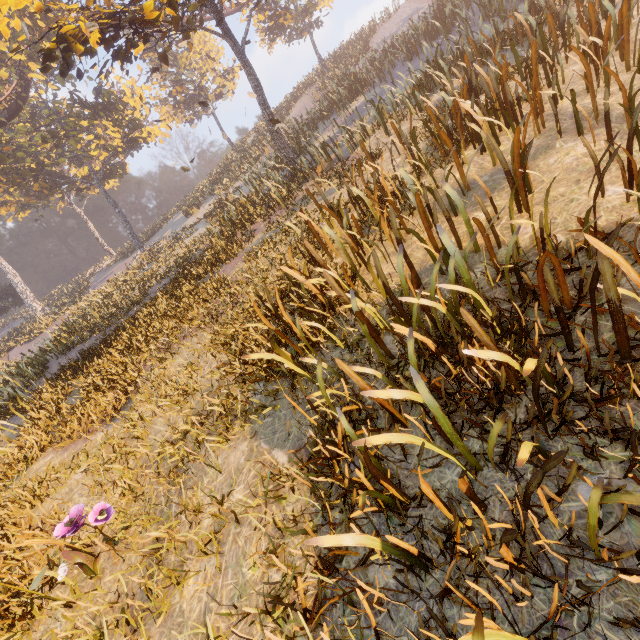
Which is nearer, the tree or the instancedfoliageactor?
the tree

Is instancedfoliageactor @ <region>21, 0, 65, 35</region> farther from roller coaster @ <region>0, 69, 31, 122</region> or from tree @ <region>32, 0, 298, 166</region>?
tree @ <region>32, 0, 298, 166</region>

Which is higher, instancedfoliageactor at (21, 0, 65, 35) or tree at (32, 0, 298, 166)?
instancedfoliageactor at (21, 0, 65, 35)

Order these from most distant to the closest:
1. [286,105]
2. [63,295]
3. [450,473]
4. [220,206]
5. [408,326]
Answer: [63,295] → [286,105] → [220,206] → [408,326] → [450,473]

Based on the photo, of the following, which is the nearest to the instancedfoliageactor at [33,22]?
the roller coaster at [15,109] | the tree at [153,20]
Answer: the roller coaster at [15,109]

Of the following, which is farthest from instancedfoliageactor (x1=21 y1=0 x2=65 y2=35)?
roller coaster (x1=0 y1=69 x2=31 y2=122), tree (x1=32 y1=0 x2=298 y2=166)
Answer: tree (x1=32 y1=0 x2=298 y2=166)
